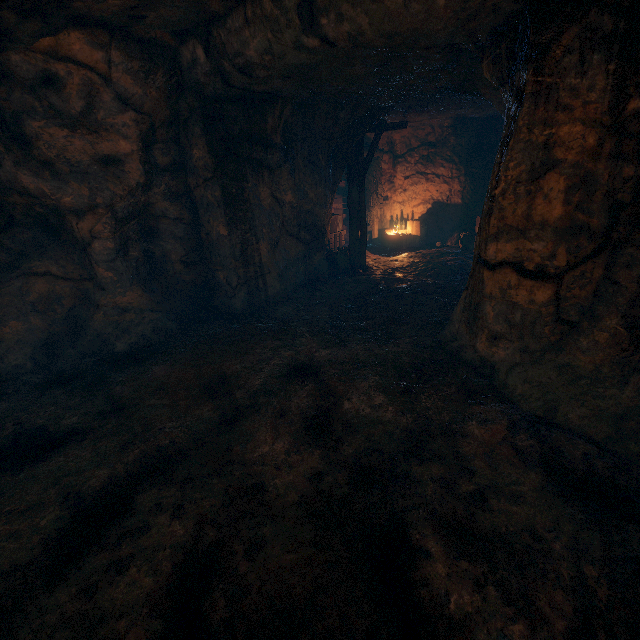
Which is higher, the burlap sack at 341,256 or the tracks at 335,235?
the tracks at 335,235

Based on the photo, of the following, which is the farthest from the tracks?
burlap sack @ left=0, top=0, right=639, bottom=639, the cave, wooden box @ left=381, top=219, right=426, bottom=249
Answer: burlap sack @ left=0, top=0, right=639, bottom=639

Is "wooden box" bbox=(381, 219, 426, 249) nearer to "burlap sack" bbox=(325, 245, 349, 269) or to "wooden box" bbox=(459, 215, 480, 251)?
"wooden box" bbox=(459, 215, 480, 251)

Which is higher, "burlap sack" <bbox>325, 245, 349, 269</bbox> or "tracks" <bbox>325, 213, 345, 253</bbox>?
"tracks" <bbox>325, 213, 345, 253</bbox>

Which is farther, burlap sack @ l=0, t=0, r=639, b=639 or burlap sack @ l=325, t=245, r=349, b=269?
burlap sack @ l=325, t=245, r=349, b=269

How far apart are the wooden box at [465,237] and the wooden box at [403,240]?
1.6m

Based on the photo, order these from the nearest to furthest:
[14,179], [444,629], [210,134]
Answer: [444,629]
[14,179]
[210,134]

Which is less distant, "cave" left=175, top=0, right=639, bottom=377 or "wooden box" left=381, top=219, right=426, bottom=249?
"cave" left=175, top=0, right=639, bottom=377
